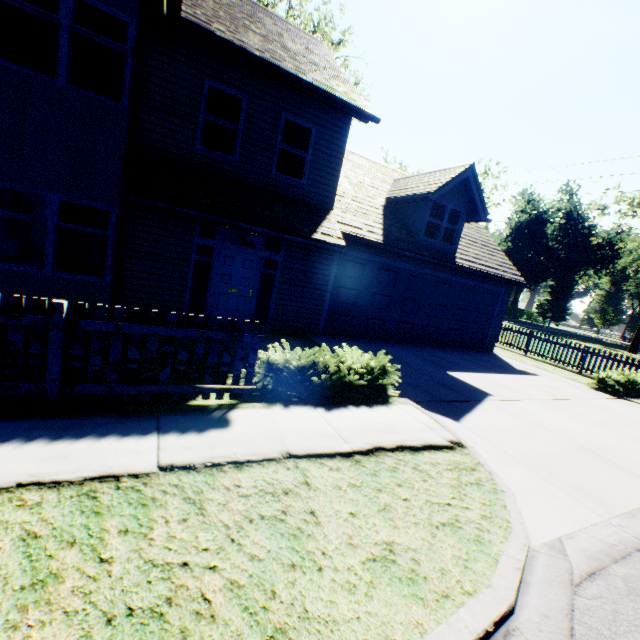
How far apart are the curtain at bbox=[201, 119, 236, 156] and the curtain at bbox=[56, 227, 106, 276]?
2.8m

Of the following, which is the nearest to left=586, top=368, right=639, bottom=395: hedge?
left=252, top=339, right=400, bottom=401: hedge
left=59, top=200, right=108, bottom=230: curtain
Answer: left=252, top=339, right=400, bottom=401: hedge

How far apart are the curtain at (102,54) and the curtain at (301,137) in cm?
369

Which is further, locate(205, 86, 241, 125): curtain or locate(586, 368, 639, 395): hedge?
locate(586, 368, 639, 395): hedge

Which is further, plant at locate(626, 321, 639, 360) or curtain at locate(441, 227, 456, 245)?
plant at locate(626, 321, 639, 360)

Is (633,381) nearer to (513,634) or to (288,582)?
(513,634)

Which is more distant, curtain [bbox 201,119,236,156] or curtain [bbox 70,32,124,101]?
curtain [bbox 201,119,236,156]

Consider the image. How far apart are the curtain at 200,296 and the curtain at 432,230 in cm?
783
